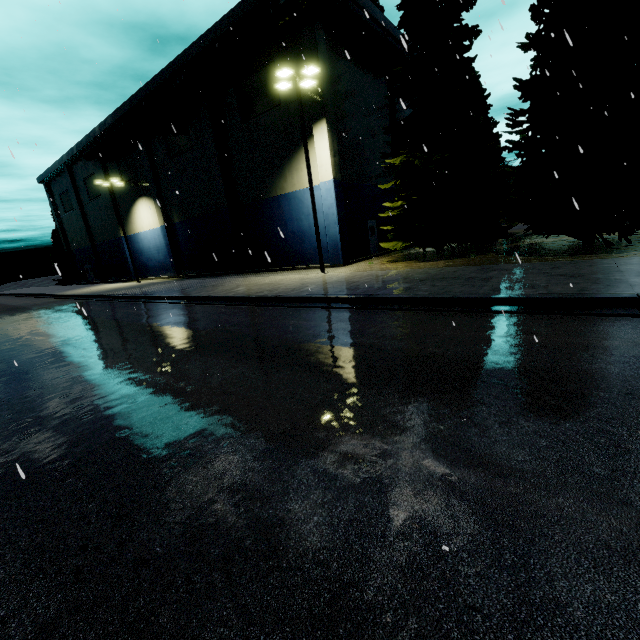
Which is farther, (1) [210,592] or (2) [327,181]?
(2) [327,181]

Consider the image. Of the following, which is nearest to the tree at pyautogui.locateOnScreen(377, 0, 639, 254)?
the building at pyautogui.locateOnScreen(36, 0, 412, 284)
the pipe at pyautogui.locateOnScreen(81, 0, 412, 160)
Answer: the pipe at pyautogui.locateOnScreen(81, 0, 412, 160)

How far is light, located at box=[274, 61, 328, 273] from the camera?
15.15m

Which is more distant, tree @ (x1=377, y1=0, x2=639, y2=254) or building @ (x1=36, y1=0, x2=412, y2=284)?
building @ (x1=36, y1=0, x2=412, y2=284)

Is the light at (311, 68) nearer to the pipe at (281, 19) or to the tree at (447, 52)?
the pipe at (281, 19)

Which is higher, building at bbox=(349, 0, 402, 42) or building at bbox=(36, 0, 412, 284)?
building at bbox=(349, 0, 402, 42)

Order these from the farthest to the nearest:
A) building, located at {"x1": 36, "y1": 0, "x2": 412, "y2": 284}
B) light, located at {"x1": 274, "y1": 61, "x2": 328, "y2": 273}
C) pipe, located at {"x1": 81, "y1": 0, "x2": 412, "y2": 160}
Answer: building, located at {"x1": 36, "y1": 0, "x2": 412, "y2": 284}, pipe, located at {"x1": 81, "y1": 0, "x2": 412, "y2": 160}, light, located at {"x1": 274, "y1": 61, "x2": 328, "y2": 273}

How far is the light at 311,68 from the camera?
15.1 meters
